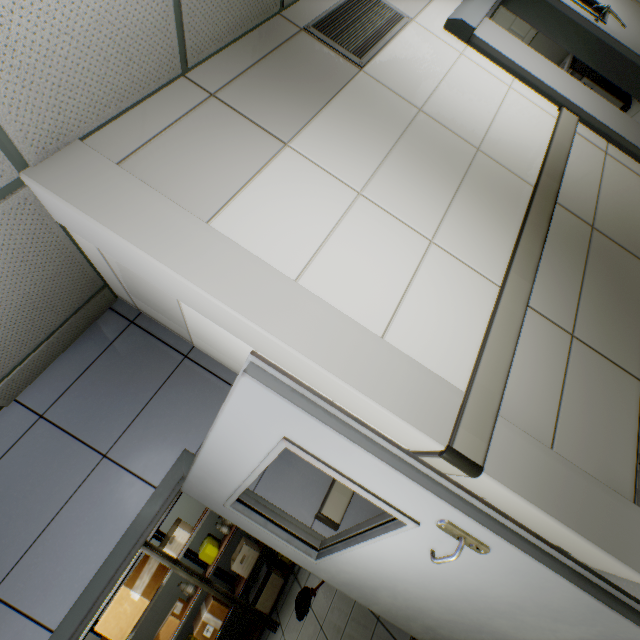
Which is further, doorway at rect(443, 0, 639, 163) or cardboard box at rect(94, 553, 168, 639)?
cardboard box at rect(94, 553, 168, 639)

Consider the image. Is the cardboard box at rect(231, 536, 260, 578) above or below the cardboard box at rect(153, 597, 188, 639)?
below

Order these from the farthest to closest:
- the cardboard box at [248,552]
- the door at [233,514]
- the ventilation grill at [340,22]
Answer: the cardboard box at [248,552], the ventilation grill at [340,22], the door at [233,514]

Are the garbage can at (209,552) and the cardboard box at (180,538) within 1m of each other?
yes

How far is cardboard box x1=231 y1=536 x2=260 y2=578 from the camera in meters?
4.5 m

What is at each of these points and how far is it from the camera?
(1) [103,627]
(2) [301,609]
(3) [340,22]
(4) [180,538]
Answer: (1) cardboard box, 4.0m
(2) mop, 4.0m
(3) ventilation grill, 2.4m
(4) cardboard box, 4.6m

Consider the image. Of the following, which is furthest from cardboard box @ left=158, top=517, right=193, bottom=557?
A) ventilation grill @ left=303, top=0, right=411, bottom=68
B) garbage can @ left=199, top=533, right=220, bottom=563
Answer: ventilation grill @ left=303, top=0, right=411, bottom=68

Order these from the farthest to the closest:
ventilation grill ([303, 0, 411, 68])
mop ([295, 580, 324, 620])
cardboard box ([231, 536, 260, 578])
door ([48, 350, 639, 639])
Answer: cardboard box ([231, 536, 260, 578]) → mop ([295, 580, 324, 620]) → ventilation grill ([303, 0, 411, 68]) → door ([48, 350, 639, 639])
